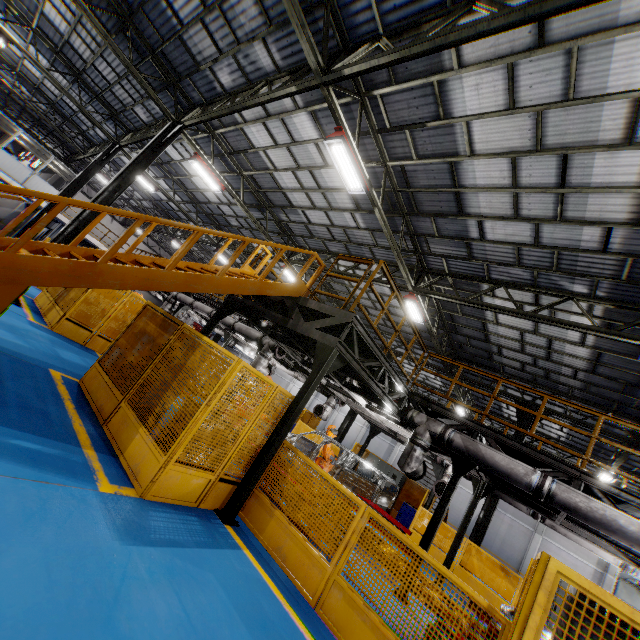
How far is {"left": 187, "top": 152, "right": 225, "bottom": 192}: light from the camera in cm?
1259

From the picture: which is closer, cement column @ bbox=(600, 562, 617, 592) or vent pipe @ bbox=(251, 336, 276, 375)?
vent pipe @ bbox=(251, 336, 276, 375)

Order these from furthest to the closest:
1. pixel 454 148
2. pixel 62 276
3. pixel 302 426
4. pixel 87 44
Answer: pixel 302 426, pixel 87 44, pixel 454 148, pixel 62 276

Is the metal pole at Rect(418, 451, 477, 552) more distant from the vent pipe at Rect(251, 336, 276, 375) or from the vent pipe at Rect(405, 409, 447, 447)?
the vent pipe at Rect(251, 336, 276, 375)

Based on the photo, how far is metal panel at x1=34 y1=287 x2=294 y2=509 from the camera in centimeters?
469cm

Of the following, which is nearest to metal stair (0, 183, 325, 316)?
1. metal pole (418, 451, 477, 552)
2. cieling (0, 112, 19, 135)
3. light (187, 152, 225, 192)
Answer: metal pole (418, 451, 477, 552)

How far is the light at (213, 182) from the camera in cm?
1259

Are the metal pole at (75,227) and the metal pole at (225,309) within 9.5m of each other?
yes
